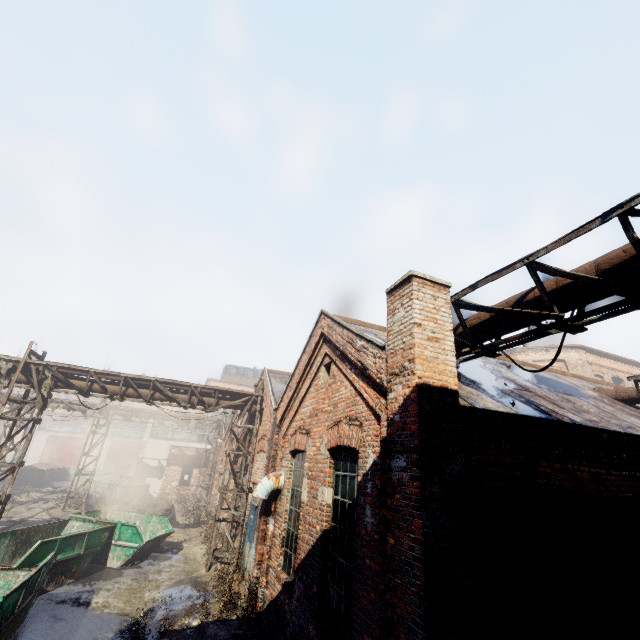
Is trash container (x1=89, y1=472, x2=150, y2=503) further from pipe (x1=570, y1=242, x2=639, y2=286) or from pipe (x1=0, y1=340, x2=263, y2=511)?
pipe (x1=570, y1=242, x2=639, y2=286)

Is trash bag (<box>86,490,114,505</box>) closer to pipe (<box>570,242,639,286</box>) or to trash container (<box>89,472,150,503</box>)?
trash container (<box>89,472,150,503</box>)

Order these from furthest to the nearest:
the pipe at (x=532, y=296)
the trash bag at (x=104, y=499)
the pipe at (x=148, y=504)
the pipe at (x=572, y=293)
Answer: the trash bag at (x=104, y=499), the pipe at (x=148, y=504), the pipe at (x=532, y=296), the pipe at (x=572, y=293)

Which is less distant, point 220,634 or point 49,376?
point 220,634

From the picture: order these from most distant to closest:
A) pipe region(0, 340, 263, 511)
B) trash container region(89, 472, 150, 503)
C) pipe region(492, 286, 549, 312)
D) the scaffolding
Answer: trash container region(89, 472, 150, 503), pipe region(0, 340, 263, 511), pipe region(492, 286, 549, 312), the scaffolding

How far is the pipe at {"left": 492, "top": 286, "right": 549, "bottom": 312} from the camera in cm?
463

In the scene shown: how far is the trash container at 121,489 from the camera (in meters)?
23.00

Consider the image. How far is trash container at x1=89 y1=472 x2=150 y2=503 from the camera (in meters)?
23.00
